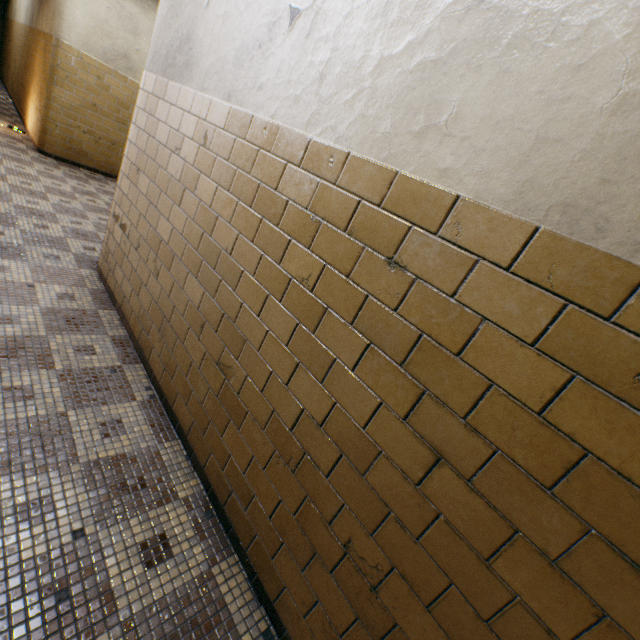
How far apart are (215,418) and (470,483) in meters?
1.4
